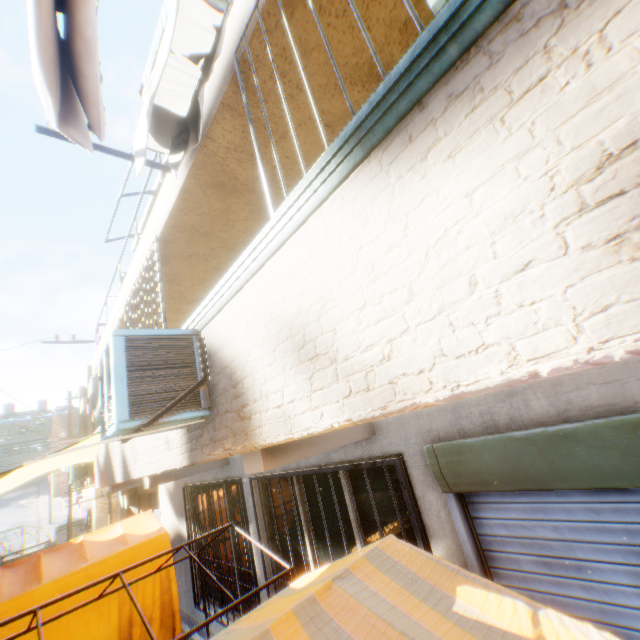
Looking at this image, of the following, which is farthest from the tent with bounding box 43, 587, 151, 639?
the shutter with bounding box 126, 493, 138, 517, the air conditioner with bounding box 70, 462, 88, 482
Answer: the air conditioner with bounding box 70, 462, 88, 482

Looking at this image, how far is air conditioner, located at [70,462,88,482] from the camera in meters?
14.1 m

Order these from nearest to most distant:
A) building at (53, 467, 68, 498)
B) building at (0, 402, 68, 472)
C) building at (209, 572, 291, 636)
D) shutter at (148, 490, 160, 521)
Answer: building at (209, 572, 291, 636) → shutter at (148, 490, 160, 521) → building at (0, 402, 68, 472) → building at (53, 467, 68, 498)

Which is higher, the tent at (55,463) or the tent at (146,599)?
the tent at (55,463)

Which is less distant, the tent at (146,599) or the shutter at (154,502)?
the tent at (146,599)

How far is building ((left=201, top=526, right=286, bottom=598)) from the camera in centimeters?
491cm

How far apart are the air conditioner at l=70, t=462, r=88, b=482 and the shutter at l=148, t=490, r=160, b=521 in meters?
3.7

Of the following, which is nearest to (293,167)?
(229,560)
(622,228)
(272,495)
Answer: (622,228)
